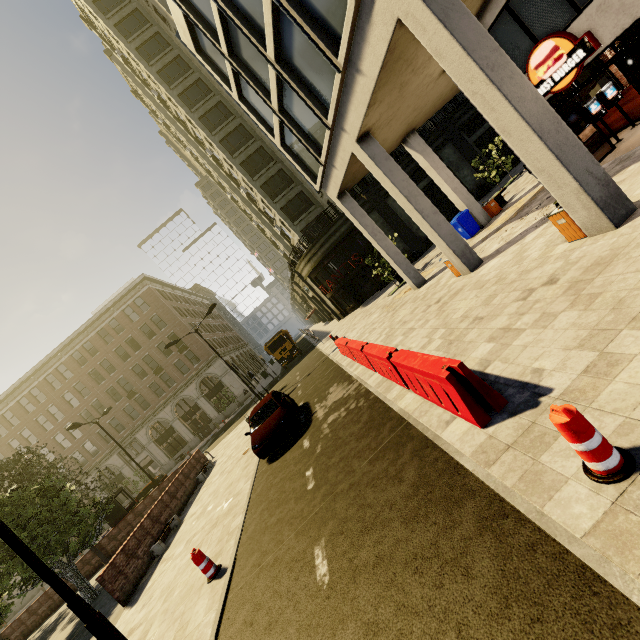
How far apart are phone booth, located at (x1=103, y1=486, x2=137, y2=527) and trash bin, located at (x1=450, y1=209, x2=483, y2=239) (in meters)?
25.32

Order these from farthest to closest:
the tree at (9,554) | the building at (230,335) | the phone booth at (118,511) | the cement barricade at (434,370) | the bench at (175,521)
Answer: the building at (230,335) → the phone booth at (118,511) → the bench at (175,521) → the tree at (9,554) → the cement barricade at (434,370)

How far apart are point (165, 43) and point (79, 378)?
37.84m

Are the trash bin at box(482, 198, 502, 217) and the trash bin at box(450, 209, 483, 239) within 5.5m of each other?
yes

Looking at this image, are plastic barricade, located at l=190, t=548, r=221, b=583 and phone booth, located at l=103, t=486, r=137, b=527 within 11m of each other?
no

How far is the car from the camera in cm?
1084

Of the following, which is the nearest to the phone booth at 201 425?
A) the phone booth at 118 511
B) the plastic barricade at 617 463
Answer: the phone booth at 118 511

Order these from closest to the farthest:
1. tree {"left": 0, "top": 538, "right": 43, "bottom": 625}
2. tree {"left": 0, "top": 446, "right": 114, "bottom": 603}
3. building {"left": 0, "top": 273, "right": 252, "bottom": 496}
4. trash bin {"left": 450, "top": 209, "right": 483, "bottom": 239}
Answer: tree {"left": 0, "top": 538, "right": 43, "bottom": 625}, tree {"left": 0, "top": 446, "right": 114, "bottom": 603}, trash bin {"left": 450, "top": 209, "right": 483, "bottom": 239}, building {"left": 0, "top": 273, "right": 252, "bottom": 496}
